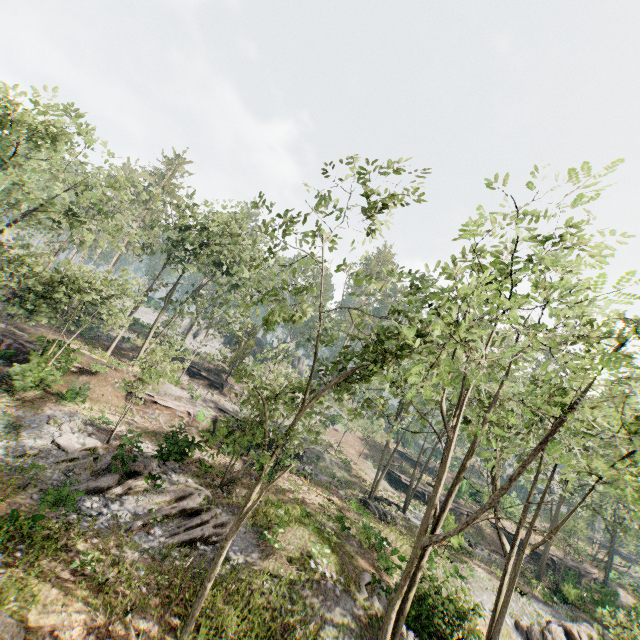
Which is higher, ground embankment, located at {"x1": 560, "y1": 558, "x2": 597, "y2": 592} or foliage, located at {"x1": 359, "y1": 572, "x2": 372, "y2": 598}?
ground embankment, located at {"x1": 560, "y1": 558, "x2": 597, "y2": 592}

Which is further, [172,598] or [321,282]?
[321,282]

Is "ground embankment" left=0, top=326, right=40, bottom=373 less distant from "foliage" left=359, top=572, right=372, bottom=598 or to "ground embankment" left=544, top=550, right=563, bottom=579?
"foliage" left=359, top=572, right=372, bottom=598

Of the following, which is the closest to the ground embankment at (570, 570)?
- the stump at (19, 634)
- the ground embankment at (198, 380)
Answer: the ground embankment at (198, 380)

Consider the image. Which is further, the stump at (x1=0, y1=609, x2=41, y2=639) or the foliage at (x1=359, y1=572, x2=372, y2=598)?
the foliage at (x1=359, y1=572, x2=372, y2=598)

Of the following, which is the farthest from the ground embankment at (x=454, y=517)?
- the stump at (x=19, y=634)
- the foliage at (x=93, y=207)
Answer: the stump at (x=19, y=634)

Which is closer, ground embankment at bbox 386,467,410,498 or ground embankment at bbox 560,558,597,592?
ground embankment at bbox 560,558,597,592

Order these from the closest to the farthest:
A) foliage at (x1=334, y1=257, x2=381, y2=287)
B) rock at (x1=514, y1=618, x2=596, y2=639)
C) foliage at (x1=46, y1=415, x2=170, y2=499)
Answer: foliage at (x1=334, y1=257, x2=381, y2=287) → foliage at (x1=46, y1=415, x2=170, y2=499) → rock at (x1=514, y1=618, x2=596, y2=639)
